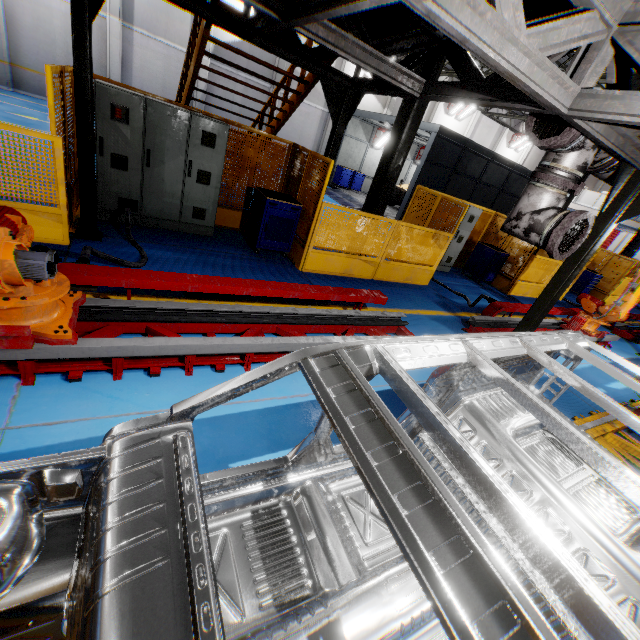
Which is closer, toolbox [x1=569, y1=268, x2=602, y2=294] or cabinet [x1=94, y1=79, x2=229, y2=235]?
cabinet [x1=94, y1=79, x2=229, y2=235]

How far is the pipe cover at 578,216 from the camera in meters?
3.6

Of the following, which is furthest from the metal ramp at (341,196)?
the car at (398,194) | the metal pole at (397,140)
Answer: the metal pole at (397,140)

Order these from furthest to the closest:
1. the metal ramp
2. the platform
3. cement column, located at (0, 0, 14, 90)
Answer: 1. the metal ramp
2. cement column, located at (0, 0, 14, 90)
3. the platform

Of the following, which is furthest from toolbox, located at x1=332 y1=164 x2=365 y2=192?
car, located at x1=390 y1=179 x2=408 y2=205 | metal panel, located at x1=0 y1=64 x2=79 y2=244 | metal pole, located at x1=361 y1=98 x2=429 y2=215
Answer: metal pole, located at x1=361 y1=98 x2=429 y2=215

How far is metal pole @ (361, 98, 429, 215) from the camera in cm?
702

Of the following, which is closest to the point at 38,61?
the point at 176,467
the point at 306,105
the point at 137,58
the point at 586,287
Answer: the point at 137,58

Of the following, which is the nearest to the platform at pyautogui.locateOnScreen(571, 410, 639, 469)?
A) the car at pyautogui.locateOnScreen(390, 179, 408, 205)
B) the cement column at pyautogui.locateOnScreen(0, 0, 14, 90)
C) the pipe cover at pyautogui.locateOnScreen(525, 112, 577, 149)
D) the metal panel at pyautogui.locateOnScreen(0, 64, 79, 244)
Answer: the pipe cover at pyautogui.locateOnScreen(525, 112, 577, 149)
